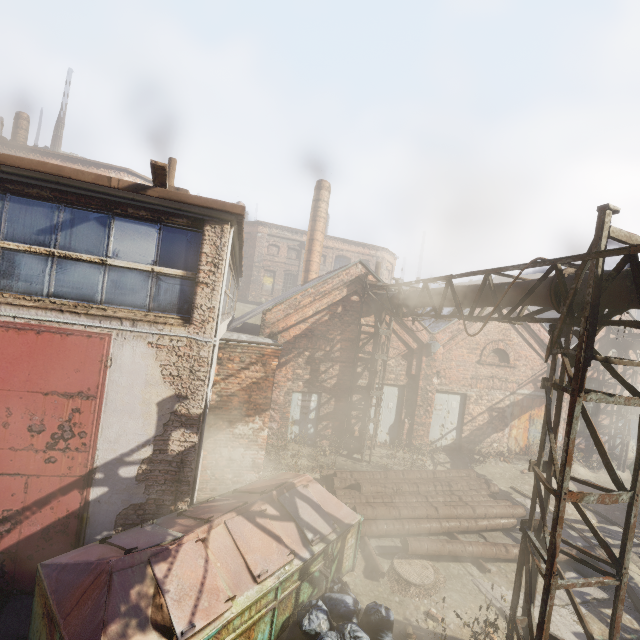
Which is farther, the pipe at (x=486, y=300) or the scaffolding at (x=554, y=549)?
the pipe at (x=486, y=300)

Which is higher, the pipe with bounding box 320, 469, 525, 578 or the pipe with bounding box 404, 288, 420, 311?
the pipe with bounding box 404, 288, 420, 311

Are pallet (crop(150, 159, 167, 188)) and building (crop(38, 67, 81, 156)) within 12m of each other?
no

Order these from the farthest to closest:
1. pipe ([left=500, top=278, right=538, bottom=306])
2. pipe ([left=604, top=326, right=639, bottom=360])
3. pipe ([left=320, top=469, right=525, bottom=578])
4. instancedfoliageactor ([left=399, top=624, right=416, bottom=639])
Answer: pipe ([left=604, top=326, right=639, bottom=360]), pipe ([left=320, top=469, right=525, bottom=578]), pipe ([left=500, top=278, right=538, bottom=306]), instancedfoliageactor ([left=399, top=624, right=416, bottom=639])

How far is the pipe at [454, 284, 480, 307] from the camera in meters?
7.0 m

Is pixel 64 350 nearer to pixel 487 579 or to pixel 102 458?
pixel 102 458

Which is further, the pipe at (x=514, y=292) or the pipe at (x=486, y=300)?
the pipe at (x=486, y=300)

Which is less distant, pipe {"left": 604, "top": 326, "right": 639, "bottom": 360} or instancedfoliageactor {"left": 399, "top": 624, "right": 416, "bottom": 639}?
instancedfoliageactor {"left": 399, "top": 624, "right": 416, "bottom": 639}
